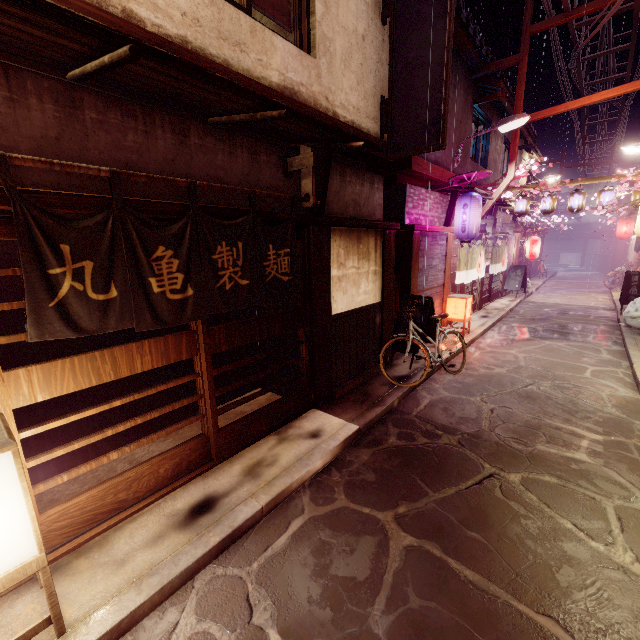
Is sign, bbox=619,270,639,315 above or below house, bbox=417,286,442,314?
below

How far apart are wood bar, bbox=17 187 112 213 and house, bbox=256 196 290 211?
0.2 meters

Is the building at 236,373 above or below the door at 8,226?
below

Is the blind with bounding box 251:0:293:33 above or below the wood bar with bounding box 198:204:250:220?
above

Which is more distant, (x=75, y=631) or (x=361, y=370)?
(x=361, y=370)

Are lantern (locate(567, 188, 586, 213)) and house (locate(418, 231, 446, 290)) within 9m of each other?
no

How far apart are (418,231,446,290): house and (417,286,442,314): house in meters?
0.1

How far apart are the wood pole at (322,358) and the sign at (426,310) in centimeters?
383cm
